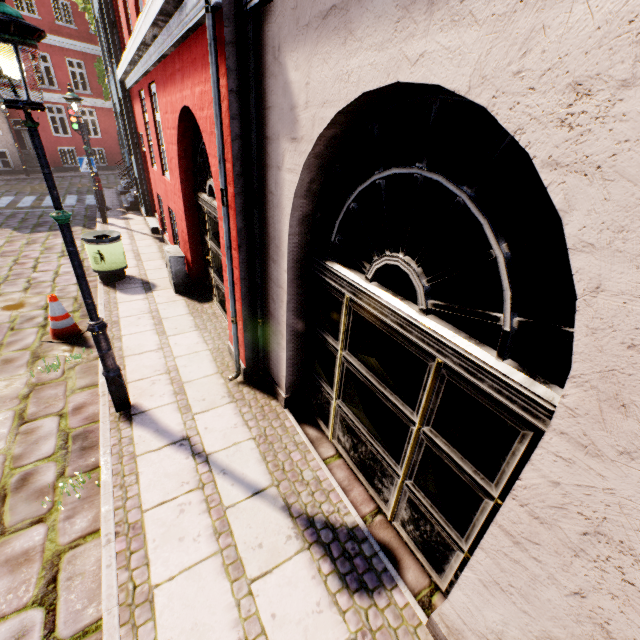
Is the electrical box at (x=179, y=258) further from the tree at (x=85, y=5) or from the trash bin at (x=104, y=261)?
the tree at (x=85, y=5)

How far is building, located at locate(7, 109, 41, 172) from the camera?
19.2m

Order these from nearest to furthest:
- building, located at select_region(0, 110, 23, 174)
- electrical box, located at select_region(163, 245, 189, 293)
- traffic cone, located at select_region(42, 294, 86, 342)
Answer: traffic cone, located at select_region(42, 294, 86, 342), electrical box, located at select_region(163, 245, 189, 293), building, located at select_region(0, 110, 23, 174)

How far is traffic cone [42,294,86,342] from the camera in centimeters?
516cm

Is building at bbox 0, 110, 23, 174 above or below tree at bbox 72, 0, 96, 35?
below

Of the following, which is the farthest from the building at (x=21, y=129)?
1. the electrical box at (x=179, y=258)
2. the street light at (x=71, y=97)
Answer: the street light at (x=71, y=97)

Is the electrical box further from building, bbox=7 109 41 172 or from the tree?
the tree

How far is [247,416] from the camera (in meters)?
4.05
